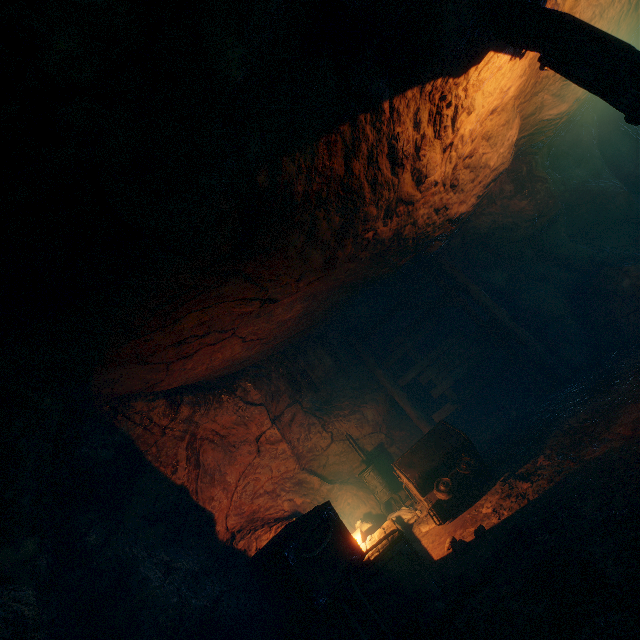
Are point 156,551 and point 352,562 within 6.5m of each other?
yes

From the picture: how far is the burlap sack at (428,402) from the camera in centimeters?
1038cm

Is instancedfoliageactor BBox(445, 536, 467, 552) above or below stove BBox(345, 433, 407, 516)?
below

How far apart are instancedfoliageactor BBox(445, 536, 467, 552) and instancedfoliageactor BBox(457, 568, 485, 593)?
0.6m

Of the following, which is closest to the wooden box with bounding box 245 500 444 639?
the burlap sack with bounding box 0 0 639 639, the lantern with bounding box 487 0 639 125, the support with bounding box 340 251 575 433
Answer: the burlap sack with bounding box 0 0 639 639

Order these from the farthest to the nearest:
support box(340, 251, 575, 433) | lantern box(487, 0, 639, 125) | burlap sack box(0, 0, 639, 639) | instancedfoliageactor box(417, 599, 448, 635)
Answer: support box(340, 251, 575, 433) → instancedfoliageactor box(417, 599, 448, 635) → lantern box(487, 0, 639, 125) → burlap sack box(0, 0, 639, 639)

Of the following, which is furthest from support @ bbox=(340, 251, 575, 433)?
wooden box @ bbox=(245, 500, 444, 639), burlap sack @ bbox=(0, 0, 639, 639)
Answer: wooden box @ bbox=(245, 500, 444, 639)
